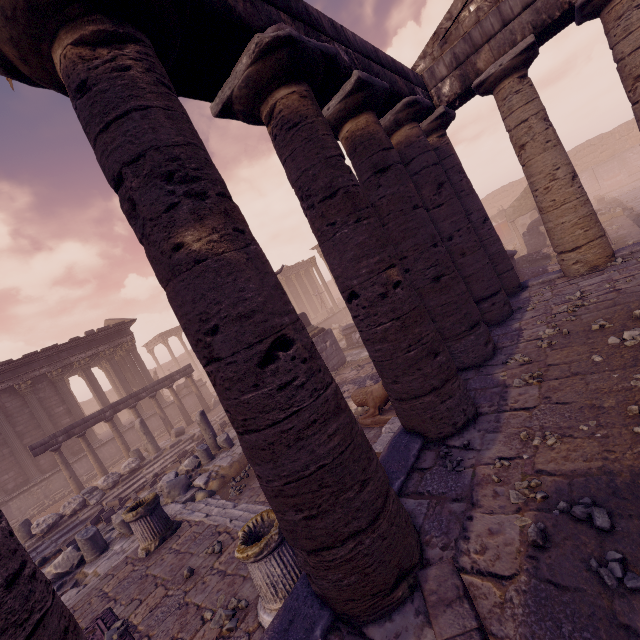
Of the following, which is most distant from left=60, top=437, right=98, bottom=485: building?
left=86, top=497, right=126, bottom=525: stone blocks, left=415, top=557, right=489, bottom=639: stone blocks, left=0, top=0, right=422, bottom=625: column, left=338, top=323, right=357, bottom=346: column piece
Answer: left=415, top=557, right=489, bottom=639: stone blocks

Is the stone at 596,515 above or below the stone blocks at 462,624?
below

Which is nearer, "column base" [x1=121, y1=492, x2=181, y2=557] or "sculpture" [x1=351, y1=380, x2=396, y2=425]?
"column base" [x1=121, y1=492, x2=181, y2=557]

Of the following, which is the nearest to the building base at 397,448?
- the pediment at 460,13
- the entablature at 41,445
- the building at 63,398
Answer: the pediment at 460,13

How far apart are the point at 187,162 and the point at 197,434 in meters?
15.1

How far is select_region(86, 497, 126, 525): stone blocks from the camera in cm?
1080

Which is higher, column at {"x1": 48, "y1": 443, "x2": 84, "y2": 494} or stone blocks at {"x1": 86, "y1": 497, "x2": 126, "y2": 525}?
column at {"x1": 48, "y1": 443, "x2": 84, "y2": 494}

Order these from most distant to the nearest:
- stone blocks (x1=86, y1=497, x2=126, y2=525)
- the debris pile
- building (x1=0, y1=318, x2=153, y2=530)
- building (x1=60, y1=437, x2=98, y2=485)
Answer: building (x1=60, y1=437, x2=98, y2=485) → building (x1=0, y1=318, x2=153, y2=530) → stone blocks (x1=86, y1=497, x2=126, y2=525) → the debris pile
